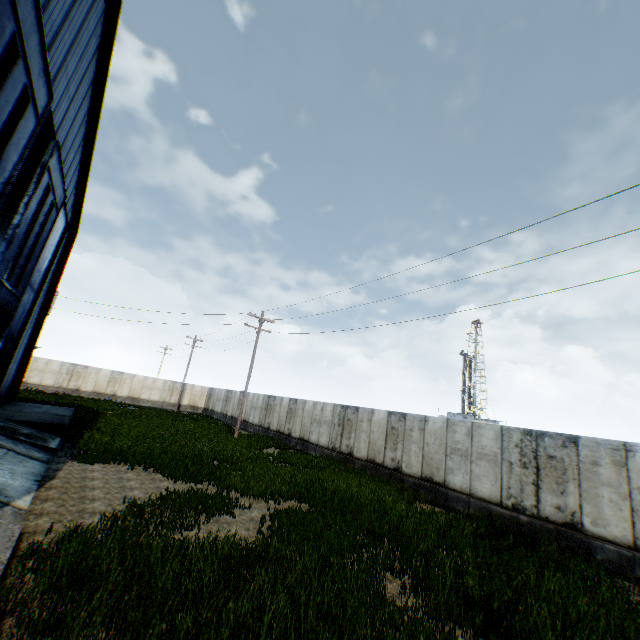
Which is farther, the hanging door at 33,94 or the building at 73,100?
the building at 73,100

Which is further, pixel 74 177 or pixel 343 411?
pixel 343 411

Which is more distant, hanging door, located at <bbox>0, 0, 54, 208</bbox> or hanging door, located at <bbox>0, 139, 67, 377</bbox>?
hanging door, located at <bbox>0, 139, 67, 377</bbox>

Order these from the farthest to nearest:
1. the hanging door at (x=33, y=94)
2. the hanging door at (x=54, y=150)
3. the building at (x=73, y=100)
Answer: the hanging door at (x=54, y=150) → the building at (x=73, y=100) → the hanging door at (x=33, y=94)

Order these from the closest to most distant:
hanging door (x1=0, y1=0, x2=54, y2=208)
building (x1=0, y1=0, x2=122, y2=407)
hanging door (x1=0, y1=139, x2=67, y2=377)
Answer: hanging door (x1=0, y1=0, x2=54, y2=208) < building (x1=0, y1=0, x2=122, y2=407) < hanging door (x1=0, y1=139, x2=67, y2=377)

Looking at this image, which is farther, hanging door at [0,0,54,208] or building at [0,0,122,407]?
building at [0,0,122,407]
